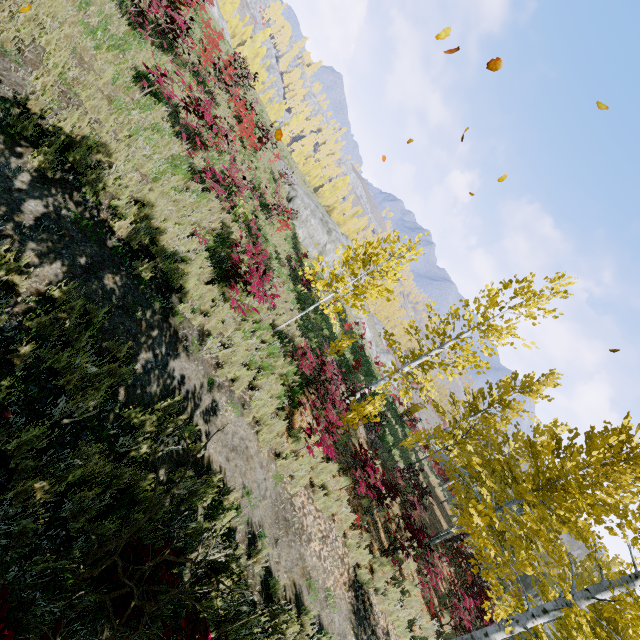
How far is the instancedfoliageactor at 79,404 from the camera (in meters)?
3.46

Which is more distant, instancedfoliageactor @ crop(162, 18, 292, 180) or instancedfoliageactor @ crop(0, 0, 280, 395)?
instancedfoliageactor @ crop(162, 18, 292, 180)

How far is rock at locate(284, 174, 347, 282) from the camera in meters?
26.1

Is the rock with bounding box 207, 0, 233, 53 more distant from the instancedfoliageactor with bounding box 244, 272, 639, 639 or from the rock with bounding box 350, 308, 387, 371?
the rock with bounding box 350, 308, 387, 371

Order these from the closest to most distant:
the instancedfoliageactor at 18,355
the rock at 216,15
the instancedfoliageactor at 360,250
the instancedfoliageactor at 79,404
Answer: the instancedfoliageactor at 18,355 → the instancedfoliageactor at 79,404 → the instancedfoliageactor at 360,250 → the rock at 216,15

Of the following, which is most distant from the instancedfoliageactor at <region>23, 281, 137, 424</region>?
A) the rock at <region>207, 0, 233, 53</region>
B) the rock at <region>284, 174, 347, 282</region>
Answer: the rock at <region>284, 174, 347, 282</region>

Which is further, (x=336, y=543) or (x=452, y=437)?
(x=452, y=437)
